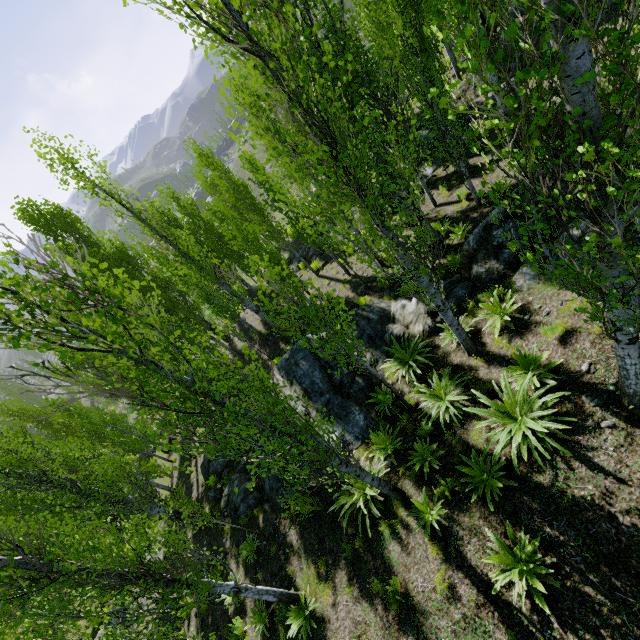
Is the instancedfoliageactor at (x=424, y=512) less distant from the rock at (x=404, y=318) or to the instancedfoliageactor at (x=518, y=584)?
the rock at (x=404, y=318)

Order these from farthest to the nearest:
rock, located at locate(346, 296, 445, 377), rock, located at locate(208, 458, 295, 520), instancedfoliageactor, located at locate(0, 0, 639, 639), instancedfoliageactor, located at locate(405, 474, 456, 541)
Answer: rock, located at locate(208, 458, 295, 520), rock, located at locate(346, 296, 445, 377), instancedfoliageactor, located at locate(405, 474, 456, 541), instancedfoliageactor, located at locate(0, 0, 639, 639)

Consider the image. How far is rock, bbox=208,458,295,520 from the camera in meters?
11.1 m

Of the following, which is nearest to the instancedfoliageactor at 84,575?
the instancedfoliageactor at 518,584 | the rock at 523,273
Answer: the rock at 523,273

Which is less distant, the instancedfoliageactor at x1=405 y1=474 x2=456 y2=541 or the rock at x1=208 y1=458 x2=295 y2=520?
the instancedfoliageactor at x1=405 y1=474 x2=456 y2=541

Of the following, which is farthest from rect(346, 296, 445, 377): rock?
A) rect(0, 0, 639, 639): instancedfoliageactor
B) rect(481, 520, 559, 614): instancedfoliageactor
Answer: rect(481, 520, 559, 614): instancedfoliageactor

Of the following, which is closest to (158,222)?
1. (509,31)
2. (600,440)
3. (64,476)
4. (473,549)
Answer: (64,476)
